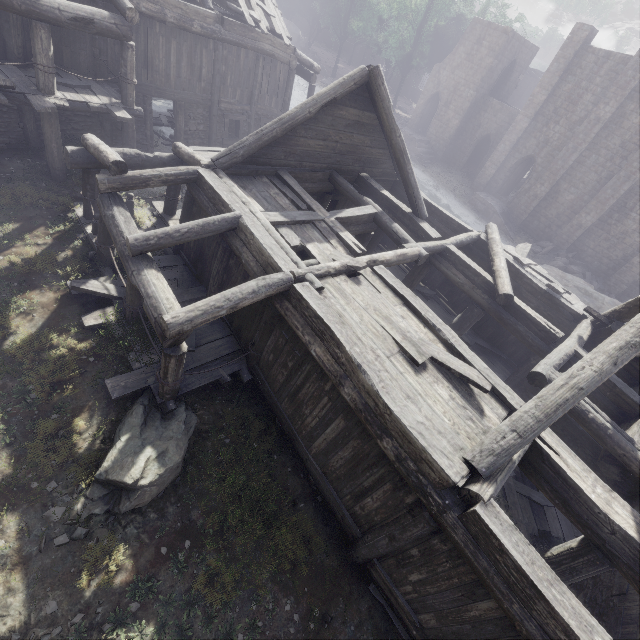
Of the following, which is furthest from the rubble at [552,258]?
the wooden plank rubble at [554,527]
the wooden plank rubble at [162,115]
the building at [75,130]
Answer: the wooden plank rubble at [162,115]

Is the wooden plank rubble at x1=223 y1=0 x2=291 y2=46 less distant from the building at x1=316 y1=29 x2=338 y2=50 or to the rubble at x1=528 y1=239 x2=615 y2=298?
the building at x1=316 y1=29 x2=338 y2=50

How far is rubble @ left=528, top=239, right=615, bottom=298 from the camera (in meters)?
24.81

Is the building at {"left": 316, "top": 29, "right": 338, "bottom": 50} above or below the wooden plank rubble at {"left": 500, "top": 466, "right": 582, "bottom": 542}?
above

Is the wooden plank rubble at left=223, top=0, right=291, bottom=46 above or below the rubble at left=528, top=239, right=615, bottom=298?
above

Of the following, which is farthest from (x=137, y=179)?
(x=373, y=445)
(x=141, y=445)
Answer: (x=373, y=445)

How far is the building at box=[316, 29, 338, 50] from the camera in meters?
55.7 m

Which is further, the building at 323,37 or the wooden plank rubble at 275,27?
the building at 323,37
